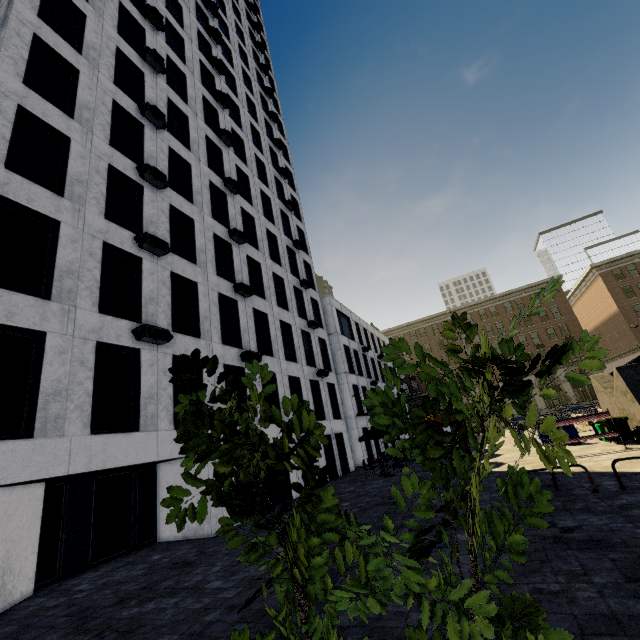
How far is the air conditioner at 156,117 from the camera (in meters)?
15.43

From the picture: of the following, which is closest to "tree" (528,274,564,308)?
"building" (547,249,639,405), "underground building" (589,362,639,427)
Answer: "underground building" (589,362,639,427)

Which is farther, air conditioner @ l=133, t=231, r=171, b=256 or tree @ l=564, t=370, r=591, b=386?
air conditioner @ l=133, t=231, r=171, b=256

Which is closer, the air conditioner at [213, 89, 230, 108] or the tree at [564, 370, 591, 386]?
the tree at [564, 370, 591, 386]

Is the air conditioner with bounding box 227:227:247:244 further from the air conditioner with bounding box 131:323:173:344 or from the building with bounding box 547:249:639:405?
the building with bounding box 547:249:639:405

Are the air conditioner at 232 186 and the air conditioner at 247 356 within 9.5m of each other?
no

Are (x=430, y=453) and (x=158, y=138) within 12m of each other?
no

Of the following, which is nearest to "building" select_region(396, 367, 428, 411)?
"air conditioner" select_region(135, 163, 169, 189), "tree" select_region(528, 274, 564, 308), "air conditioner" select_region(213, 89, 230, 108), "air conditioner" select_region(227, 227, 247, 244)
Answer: "tree" select_region(528, 274, 564, 308)
